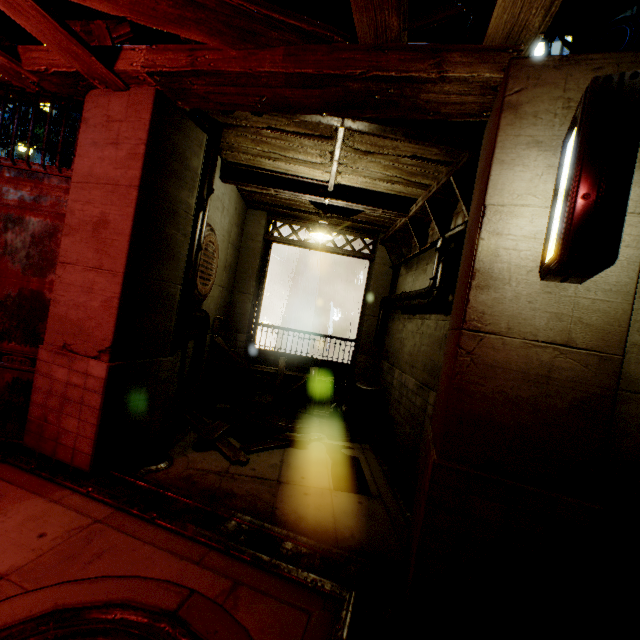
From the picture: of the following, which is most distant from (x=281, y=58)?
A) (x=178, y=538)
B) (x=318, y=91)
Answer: (x=178, y=538)

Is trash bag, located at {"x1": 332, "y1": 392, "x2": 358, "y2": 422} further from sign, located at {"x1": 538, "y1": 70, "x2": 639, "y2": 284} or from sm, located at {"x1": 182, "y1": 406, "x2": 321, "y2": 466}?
sign, located at {"x1": 538, "y1": 70, "x2": 639, "y2": 284}

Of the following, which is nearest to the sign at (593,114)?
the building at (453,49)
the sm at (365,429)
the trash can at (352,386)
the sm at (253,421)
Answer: the building at (453,49)

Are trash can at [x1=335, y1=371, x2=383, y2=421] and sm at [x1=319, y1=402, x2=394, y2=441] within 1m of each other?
yes

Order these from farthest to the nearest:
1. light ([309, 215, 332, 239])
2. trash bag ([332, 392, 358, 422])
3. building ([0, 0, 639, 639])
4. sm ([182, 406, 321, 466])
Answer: trash bag ([332, 392, 358, 422]) → light ([309, 215, 332, 239]) → sm ([182, 406, 321, 466]) → building ([0, 0, 639, 639])

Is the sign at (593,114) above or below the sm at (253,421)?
above

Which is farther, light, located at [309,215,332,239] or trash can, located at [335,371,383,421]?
trash can, located at [335,371,383,421]

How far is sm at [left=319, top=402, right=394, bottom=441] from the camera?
7.8m
